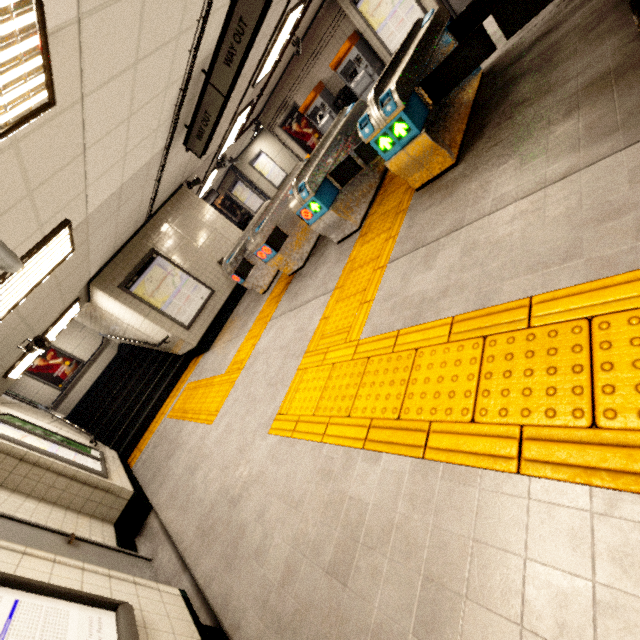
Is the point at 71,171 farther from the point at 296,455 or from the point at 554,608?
the point at 554,608

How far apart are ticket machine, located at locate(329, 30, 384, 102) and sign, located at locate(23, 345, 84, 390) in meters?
13.9

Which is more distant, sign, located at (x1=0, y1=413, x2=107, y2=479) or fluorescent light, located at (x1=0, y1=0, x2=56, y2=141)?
sign, located at (x1=0, y1=413, x2=107, y2=479)

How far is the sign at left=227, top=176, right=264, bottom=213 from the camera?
15.90m

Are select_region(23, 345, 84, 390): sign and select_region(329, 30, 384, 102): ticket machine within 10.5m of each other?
no

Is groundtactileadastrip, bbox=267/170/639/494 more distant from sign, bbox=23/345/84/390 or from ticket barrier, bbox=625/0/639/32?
sign, bbox=23/345/84/390

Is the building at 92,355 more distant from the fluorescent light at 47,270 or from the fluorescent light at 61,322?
the fluorescent light at 47,270

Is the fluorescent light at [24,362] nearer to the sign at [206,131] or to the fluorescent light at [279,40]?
the sign at [206,131]
